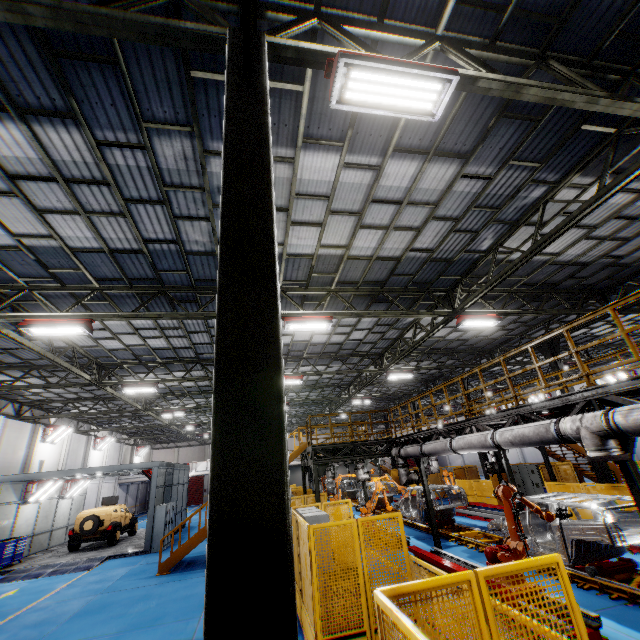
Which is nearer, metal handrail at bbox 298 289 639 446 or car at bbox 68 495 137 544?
metal handrail at bbox 298 289 639 446

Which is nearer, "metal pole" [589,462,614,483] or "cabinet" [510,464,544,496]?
"metal pole" [589,462,614,483]

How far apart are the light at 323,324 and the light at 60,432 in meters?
23.3

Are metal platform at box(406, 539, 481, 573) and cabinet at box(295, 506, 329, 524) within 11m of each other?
yes

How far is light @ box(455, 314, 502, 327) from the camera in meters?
12.0 m

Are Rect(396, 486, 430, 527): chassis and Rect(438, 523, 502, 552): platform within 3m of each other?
yes

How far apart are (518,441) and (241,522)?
7.8m

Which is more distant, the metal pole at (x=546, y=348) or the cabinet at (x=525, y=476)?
the cabinet at (x=525, y=476)
